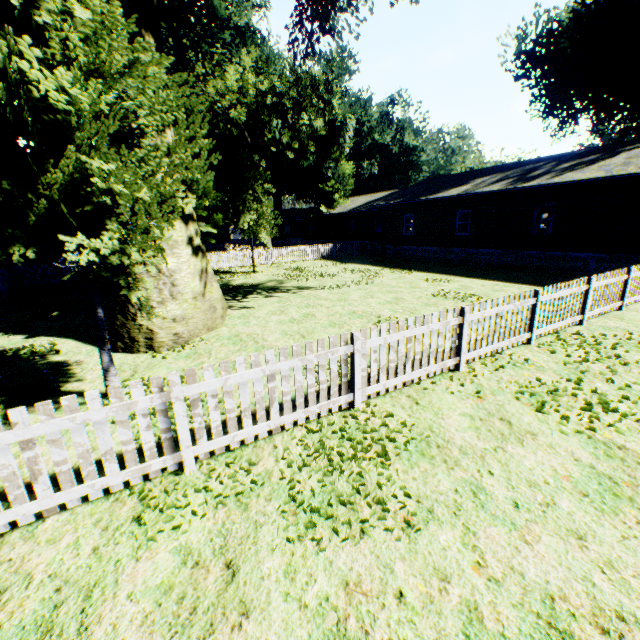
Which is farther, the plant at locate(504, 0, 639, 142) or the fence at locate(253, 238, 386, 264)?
the fence at locate(253, 238, 386, 264)

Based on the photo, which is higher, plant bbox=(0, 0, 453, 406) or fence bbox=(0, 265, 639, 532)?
plant bbox=(0, 0, 453, 406)

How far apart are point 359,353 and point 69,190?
4.6m

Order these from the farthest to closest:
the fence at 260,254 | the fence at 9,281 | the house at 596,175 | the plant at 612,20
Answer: the fence at 260,254 → the plant at 612,20 → the fence at 9,281 → the house at 596,175

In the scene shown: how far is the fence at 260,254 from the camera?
26.7m

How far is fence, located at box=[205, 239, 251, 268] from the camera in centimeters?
2469cm

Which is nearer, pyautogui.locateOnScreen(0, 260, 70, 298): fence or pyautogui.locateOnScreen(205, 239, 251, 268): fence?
pyautogui.locateOnScreen(0, 260, 70, 298): fence

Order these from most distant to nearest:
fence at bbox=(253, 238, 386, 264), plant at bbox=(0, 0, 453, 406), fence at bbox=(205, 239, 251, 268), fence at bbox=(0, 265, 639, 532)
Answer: fence at bbox=(253, 238, 386, 264) < fence at bbox=(205, 239, 251, 268) < plant at bbox=(0, 0, 453, 406) < fence at bbox=(0, 265, 639, 532)
